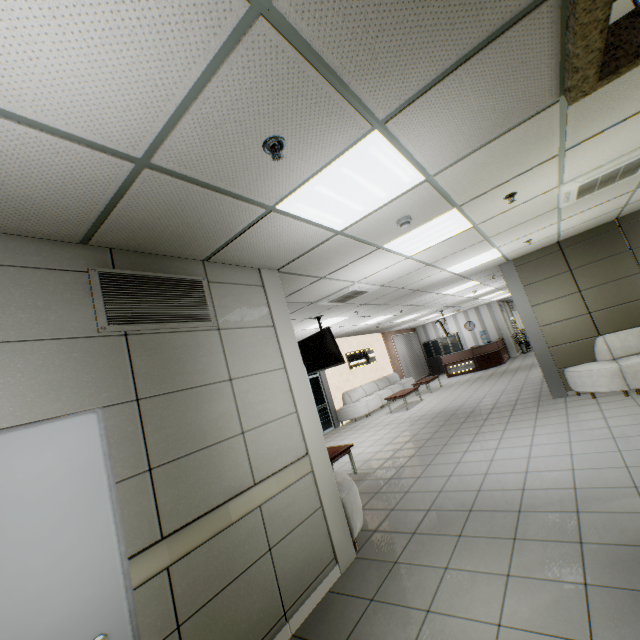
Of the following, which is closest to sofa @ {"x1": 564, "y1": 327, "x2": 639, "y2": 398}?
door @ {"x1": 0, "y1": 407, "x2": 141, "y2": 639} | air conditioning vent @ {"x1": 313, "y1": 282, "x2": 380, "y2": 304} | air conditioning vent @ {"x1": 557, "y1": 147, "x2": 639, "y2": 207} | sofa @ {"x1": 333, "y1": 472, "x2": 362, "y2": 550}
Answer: air conditioning vent @ {"x1": 557, "y1": 147, "x2": 639, "y2": 207}

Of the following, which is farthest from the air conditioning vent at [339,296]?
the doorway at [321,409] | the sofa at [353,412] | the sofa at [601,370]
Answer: the sofa at [353,412]

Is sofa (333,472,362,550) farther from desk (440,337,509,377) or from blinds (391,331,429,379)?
desk (440,337,509,377)

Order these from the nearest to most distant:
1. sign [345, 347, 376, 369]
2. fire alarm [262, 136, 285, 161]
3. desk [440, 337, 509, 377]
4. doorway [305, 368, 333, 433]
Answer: fire alarm [262, 136, 285, 161], doorway [305, 368, 333, 433], sign [345, 347, 376, 369], desk [440, 337, 509, 377]

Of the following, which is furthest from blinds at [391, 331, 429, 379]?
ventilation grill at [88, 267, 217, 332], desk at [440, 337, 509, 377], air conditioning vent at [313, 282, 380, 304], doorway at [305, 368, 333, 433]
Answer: ventilation grill at [88, 267, 217, 332]

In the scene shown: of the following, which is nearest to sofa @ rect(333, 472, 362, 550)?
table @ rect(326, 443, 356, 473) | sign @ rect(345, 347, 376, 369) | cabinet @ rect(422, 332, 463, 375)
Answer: table @ rect(326, 443, 356, 473)

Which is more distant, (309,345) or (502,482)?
(309,345)

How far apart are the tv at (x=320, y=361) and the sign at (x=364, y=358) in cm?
597
